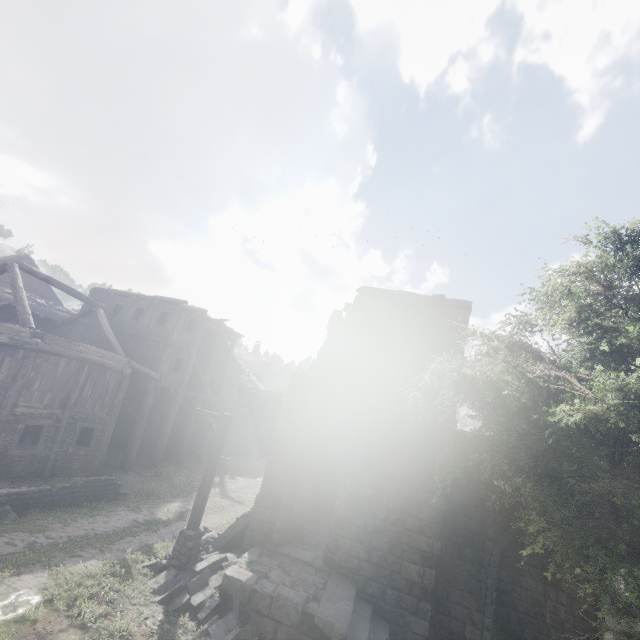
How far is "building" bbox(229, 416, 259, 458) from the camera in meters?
31.7

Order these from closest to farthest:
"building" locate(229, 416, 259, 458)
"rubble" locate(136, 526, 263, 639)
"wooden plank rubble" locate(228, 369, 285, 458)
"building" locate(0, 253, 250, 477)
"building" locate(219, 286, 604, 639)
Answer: "rubble" locate(136, 526, 263, 639) → "building" locate(219, 286, 604, 639) → "wooden plank rubble" locate(228, 369, 285, 458) → "building" locate(0, 253, 250, 477) → "building" locate(229, 416, 259, 458)

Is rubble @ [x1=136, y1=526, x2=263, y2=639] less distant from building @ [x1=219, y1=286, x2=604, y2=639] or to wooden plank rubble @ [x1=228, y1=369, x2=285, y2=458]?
building @ [x1=219, y1=286, x2=604, y2=639]

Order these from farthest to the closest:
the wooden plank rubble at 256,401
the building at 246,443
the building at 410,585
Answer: the building at 246,443 < the wooden plank rubble at 256,401 < the building at 410,585

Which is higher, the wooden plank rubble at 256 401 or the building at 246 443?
the wooden plank rubble at 256 401

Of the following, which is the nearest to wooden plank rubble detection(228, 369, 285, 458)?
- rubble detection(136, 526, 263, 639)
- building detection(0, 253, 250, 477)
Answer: building detection(0, 253, 250, 477)

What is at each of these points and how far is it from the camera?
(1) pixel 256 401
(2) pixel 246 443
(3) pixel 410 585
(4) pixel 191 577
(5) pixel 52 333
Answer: (1) wooden plank rubble, 13.7m
(2) building, 32.5m
(3) building, 9.6m
(4) rubble, 9.0m
(5) building, 20.3m

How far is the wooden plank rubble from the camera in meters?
12.1
